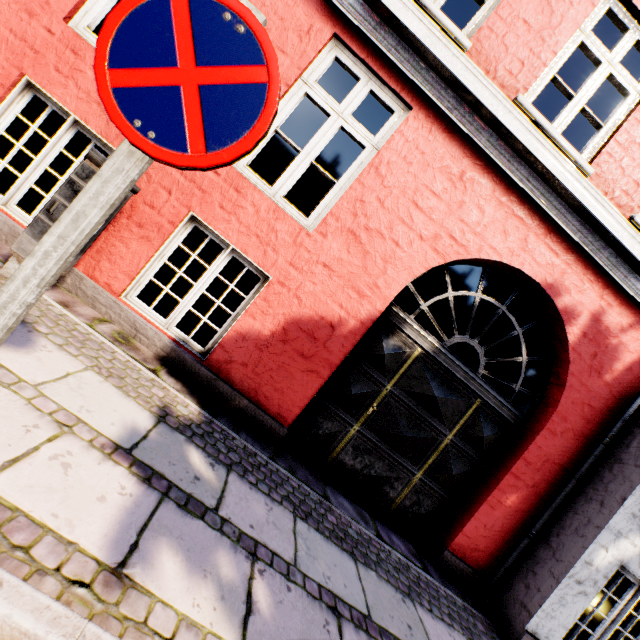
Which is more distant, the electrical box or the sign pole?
the electrical box

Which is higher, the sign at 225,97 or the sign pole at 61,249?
the sign at 225,97

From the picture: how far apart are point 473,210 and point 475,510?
3.62m

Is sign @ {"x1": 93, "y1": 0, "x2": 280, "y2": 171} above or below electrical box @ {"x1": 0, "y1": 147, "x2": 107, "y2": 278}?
above

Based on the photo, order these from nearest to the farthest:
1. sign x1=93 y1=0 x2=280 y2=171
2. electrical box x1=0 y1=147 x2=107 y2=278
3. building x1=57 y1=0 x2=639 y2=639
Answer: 1. sign x1=93 y1=0 x2=280 y2=171
2. electrical box x1=0 y1=147 x2=107 y2=278
3. building x1=57 y1=0 x2=639 y2=639

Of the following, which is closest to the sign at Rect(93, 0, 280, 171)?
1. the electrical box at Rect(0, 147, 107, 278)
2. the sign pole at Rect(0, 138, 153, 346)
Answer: the sign pole at Rect(0, 138, 153, 346)

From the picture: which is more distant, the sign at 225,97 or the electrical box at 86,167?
the electrical box at 86,167

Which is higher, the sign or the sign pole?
the sign
